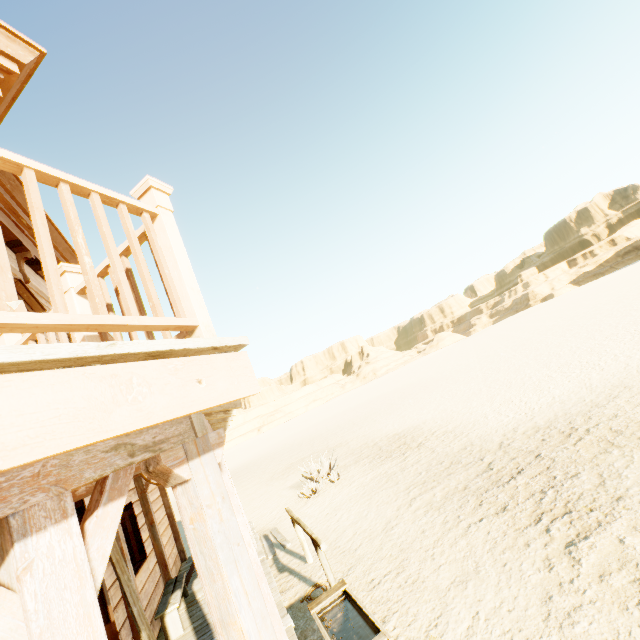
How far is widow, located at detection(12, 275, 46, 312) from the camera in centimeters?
485cm

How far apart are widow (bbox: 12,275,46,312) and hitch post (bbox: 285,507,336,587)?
4.1m

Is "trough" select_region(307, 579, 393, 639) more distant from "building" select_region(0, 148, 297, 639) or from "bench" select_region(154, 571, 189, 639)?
"bench" select_region(154, 571, 189, 639)

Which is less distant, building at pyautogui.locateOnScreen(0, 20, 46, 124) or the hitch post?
building at pyautogui.locateOnScreen(0, 20, 46, 124)

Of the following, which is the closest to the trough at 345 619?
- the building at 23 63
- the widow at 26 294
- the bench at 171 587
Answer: the building at 23 63

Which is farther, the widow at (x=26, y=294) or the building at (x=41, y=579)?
the widow at (x=26, y=294)

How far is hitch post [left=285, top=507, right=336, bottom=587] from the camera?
5.0 meters

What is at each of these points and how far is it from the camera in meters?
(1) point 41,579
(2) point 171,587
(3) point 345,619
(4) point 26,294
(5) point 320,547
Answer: (1) building, 1.0
(2) bench, 6.3
(3) trough, 4.4
(4) widow, 5.0
(5) hitch post, 4.8
